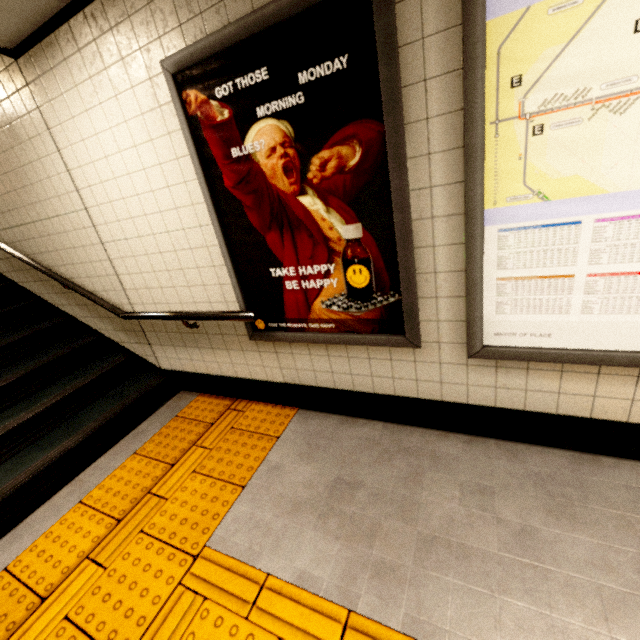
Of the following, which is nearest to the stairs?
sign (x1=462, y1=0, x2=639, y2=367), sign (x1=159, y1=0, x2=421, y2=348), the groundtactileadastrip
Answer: the groundtactileadastrip

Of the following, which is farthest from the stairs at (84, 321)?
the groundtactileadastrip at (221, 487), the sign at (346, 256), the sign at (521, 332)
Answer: the sign at (521, 332)

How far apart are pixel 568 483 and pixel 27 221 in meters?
4.8 m

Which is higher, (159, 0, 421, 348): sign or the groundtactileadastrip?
(159, 0, 421, 348): sign

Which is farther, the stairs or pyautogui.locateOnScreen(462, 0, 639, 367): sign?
the stairs

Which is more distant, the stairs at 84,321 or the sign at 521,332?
the stairs at 84,321

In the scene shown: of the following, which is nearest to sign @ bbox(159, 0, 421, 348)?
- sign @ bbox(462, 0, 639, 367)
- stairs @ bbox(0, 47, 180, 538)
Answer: sign @ bbox(462, 0, 639, 367)

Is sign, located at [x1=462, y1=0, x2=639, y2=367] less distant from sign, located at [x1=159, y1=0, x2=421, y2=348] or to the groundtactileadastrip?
sign, located at [x1=159, y1=0, x2=421, y2=348]
